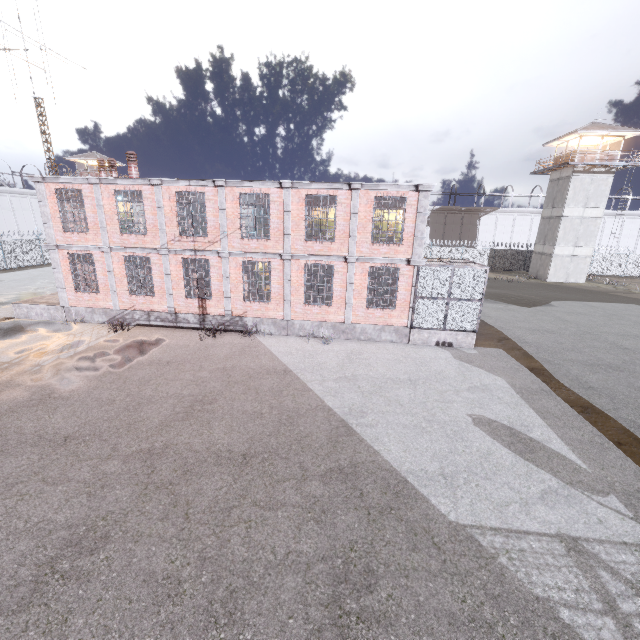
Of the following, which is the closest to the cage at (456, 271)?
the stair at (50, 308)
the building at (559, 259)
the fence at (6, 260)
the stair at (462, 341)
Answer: the stair at (462, 341)

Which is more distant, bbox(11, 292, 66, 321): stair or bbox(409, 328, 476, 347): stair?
bbox(11, 292, 66, 321): stair

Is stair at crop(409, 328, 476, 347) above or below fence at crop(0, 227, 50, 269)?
below

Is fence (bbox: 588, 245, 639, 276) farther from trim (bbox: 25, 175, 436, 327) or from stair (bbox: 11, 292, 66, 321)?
trim (bbox: 25, 175, 436, 327)

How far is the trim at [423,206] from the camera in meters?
13.8

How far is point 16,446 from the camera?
7.9m

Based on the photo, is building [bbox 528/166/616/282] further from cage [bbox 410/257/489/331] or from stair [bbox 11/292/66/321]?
stair [bbox 11/292/66/321]

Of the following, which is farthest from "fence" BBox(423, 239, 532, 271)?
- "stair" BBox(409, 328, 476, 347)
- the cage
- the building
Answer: "stair" BBox(409, 328, 476, 347)
